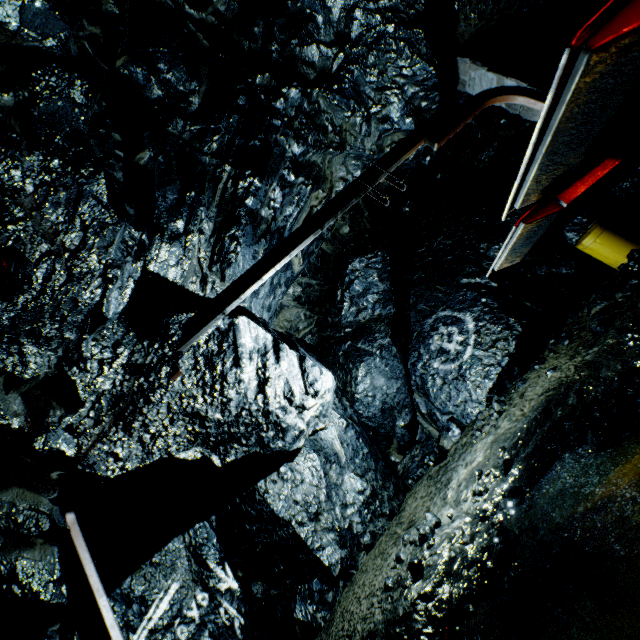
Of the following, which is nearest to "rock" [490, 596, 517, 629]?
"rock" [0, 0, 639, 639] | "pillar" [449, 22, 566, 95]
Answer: "rock" [0, 0, 639, 639]

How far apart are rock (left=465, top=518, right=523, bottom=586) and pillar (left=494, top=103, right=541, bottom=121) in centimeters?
588cm

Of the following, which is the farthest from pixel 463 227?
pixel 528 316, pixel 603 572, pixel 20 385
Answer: pixel 20 385

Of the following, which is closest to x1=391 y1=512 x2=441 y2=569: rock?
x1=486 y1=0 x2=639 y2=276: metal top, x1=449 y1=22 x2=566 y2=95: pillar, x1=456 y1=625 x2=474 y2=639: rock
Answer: x1=449 y1=22 x2=566 y2=95: pillar

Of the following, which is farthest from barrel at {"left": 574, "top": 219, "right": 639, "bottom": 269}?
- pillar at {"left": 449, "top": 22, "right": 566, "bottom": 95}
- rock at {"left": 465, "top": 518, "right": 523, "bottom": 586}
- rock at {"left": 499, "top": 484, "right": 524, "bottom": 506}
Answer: rock at {"left": 465, "top": 518, "right": 523, "bottom": 586}

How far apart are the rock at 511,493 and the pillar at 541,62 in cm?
544

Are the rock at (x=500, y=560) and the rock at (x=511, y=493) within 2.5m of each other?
yes

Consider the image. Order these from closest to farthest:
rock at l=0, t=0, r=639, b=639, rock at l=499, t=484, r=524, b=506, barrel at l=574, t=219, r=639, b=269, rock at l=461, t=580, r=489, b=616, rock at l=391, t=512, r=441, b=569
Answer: rock at l=0, t=0, r=639, b=639, rock at l=461, t=580, r=489, b=616, rock at l=499, t=484, r=524, b=506, rock at l=391, t=512, r=441, b=569, barrel at l=574, t=219, r=639, b=269
